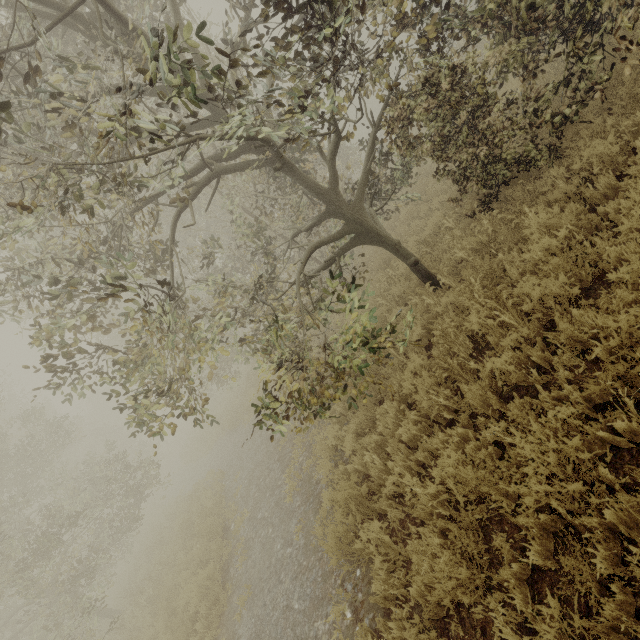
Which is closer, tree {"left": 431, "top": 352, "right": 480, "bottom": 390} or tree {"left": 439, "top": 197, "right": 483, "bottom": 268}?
tree {"left": 431, "top": 352, "right": 480, "bottom": 390}

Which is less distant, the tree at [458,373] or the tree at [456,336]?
the tree at [458,373]

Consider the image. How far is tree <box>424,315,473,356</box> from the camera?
4.8m

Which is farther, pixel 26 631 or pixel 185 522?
pixel 26 631

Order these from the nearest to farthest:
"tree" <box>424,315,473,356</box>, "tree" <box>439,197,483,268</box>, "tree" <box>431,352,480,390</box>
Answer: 1. "tree" <box>431,352,480,390</box>
2. "tree" <box>424,315,473,356</box>
3. "tree" <box>439,197,483,268</box>
